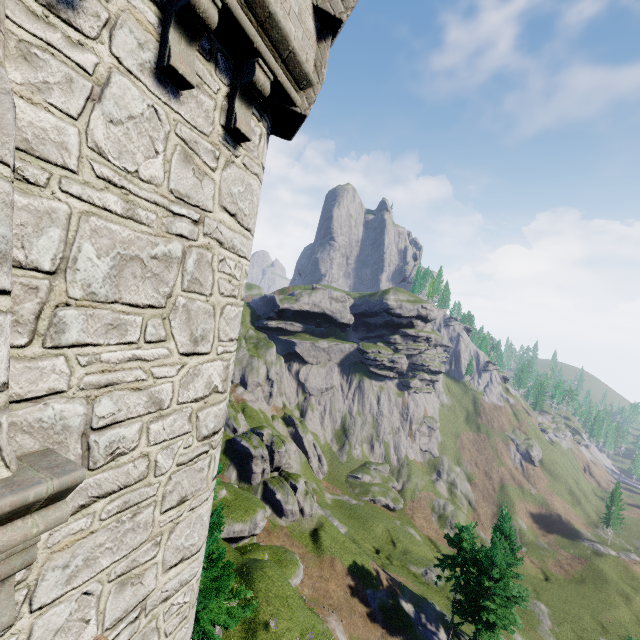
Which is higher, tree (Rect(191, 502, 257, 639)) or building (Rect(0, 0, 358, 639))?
building (Rect(0, 0, 358, 639))

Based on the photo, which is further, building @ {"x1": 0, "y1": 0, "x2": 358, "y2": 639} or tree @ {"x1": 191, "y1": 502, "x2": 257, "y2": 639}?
tree @ {"x1": 191, "y1": 502, "x2": 257, "y2": 639}

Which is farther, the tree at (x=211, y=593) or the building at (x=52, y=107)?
the tree at (x=211, y=593)

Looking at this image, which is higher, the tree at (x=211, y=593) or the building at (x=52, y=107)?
the building at (x=52, y=107)

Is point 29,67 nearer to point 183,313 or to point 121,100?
point 121,100
